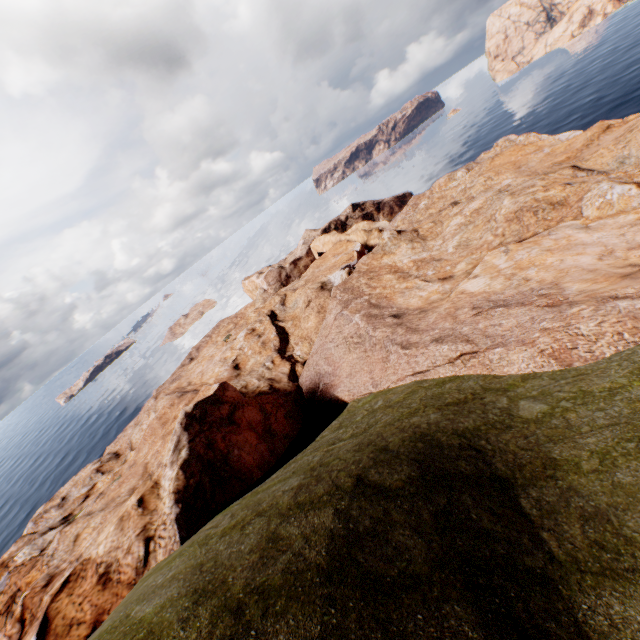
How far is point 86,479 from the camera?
36.91m
